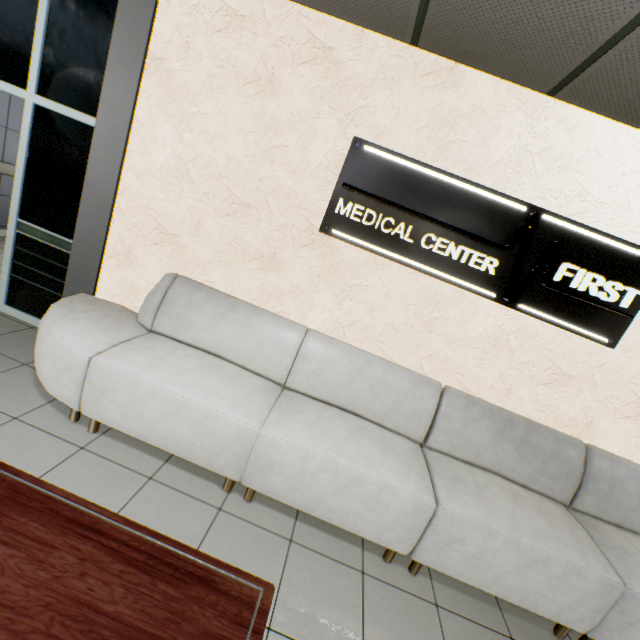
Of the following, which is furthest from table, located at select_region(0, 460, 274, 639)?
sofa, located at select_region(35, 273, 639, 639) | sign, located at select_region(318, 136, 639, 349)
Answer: sign, located at select_region(318, 136, 639, 349)

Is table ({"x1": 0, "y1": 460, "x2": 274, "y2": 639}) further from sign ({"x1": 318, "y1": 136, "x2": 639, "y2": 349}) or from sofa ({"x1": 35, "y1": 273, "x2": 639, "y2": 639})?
sign ({"x1": 318, "y1": 136, "x2": 639, "y2": 349})

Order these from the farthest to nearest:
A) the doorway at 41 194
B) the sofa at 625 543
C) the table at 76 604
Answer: the doorway at 41 194 → the sofa at 625 543 → the table at 76 604

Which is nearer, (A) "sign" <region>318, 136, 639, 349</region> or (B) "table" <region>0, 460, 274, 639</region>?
(B) "table" <region>0, 460, 274, 639</region>

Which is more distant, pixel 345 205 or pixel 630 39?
pixel 345 205

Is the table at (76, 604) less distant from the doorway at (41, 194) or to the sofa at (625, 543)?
the sofa at (625, 543)

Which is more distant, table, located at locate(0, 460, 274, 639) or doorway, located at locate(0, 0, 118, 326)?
doorway, located at locate(0, 0, 118, 326)

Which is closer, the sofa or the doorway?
the sofa
